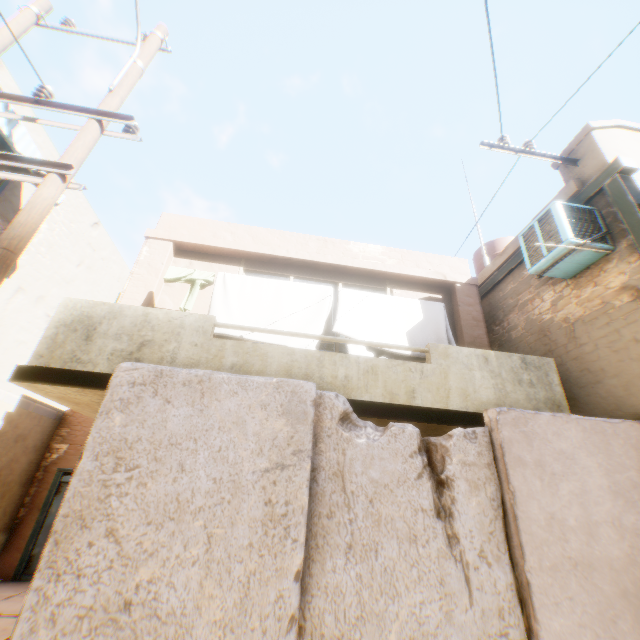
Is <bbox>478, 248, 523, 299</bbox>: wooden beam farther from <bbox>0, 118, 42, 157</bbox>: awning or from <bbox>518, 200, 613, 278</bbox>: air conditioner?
<bbox>0, 118, 42, 157</bbox>: awning

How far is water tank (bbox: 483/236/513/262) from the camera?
9.99m

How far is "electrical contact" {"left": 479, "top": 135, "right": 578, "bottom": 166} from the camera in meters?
5.2

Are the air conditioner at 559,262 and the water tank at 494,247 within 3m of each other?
yes

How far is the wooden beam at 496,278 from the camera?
6.42m

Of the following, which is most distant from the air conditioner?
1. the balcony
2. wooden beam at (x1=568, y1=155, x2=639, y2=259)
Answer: the balcony

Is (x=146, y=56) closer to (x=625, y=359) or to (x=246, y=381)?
(x=246, y=381)

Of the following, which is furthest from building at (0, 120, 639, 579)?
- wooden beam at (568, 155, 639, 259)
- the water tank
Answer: the water tank
